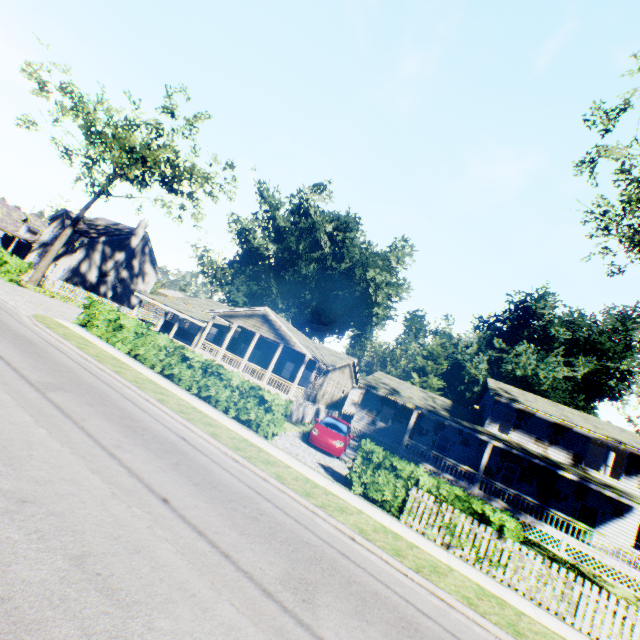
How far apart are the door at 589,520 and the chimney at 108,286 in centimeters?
5142cm

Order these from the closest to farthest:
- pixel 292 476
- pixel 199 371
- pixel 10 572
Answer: pixel 10 572
pixel 292 476
pixel 199 371

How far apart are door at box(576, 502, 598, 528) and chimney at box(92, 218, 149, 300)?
51.42m

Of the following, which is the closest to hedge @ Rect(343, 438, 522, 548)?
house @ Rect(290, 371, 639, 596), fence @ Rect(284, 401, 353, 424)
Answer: fence @ Rect(284, 401, 353, 424)

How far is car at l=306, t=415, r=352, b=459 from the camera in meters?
15.5

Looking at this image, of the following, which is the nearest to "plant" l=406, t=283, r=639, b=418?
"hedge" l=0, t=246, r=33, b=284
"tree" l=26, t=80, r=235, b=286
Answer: "tree" l=26, t=80, r=235, b=286

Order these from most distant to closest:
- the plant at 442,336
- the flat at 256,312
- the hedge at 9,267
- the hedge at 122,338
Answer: the plant at 442,336 < the flat at 256,312 < the hedge at 9,267 < the hedge at 122,338

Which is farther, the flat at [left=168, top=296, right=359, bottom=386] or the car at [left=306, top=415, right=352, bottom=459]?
the flat at [left=168, top=296, right=359, bottom=386]
